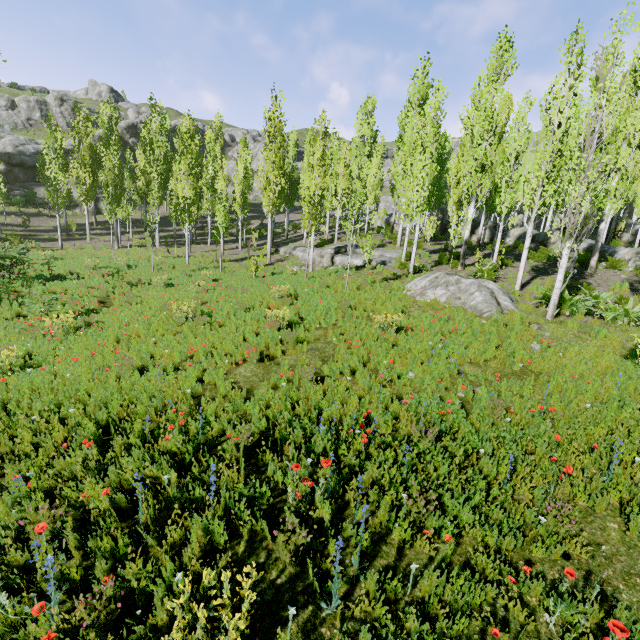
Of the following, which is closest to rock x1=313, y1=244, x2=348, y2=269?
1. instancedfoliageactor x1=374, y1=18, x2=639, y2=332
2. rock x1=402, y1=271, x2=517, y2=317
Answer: instancedfoliageactor x1=374, y1=18, x2=639, y2=332

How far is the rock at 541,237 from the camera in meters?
22.5

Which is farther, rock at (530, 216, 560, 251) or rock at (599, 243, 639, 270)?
rock at (530, 216, 560, 251)

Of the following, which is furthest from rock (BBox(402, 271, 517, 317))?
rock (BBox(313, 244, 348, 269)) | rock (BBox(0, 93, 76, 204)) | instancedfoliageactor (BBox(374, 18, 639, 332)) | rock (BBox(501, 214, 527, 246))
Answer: rock (BBox(0, 93, 76, 204))

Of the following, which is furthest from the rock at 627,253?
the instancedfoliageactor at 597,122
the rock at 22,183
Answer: the rock at 22,183

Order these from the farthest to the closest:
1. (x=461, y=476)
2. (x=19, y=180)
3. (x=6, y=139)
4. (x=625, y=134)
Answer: (x=6, y=139), (x=19, y=180), (x=625, y=134), (x=461, y=476)

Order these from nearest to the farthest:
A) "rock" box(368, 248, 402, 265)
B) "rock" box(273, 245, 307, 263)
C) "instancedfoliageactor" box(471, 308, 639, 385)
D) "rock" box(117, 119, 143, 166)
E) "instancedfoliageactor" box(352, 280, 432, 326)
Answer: "instancedfoliageactor" box(471, 308, 639, 385) → "instancedfoliageactor" box(352, 280, 432, 326) → "rock" box(368, 248, 402, 265) → "rock" box(273, 245, 307, 263) → "rock" box(117, 119, 143, 166)

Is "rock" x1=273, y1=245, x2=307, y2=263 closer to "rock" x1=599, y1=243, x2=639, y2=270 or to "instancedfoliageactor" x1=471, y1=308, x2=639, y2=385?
"instancedfoliageactor" x1=471, y1=308, x2=639, y2=385
